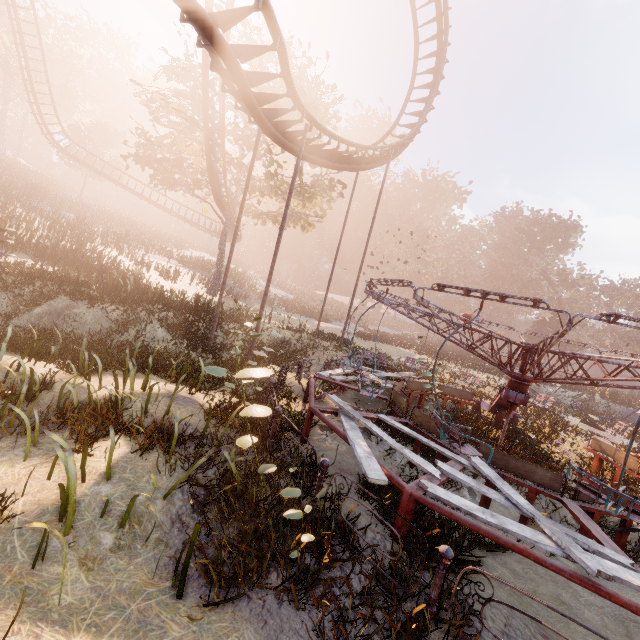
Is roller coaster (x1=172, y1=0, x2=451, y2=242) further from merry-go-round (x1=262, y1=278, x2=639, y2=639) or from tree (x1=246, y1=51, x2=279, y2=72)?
merry-go-round (x1=262, y1=278, x2=639, y2=639)

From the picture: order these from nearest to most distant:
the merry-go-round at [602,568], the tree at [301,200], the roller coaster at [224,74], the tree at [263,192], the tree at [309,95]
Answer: the merry-go-round at [602,568], the roller coaster at [224,74], the tree at [309,95], the tree at [263,192], the tree at [301,200]

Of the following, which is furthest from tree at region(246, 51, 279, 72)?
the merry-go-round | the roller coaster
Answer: the merry-go-round

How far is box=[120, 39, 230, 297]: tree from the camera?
20.2 meters

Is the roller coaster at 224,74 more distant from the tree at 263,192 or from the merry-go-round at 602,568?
the merry-go-round at 602,568

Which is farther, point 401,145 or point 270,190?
point 270,190
